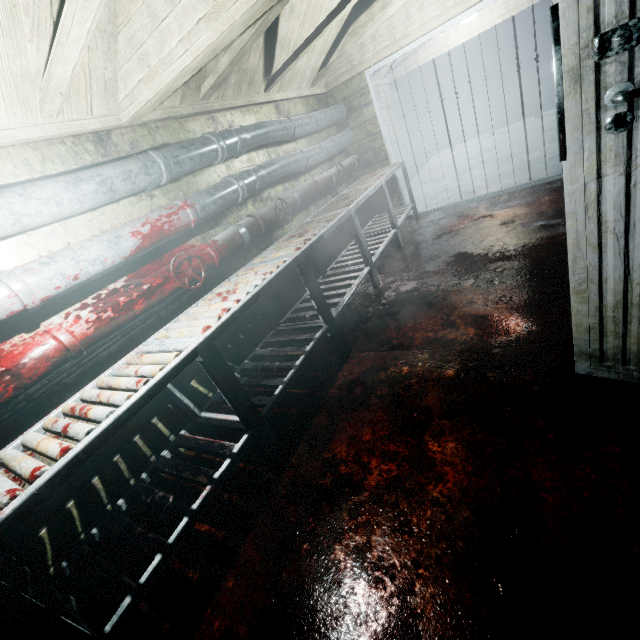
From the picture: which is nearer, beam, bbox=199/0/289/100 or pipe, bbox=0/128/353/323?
pipe, bbox=0/128/353/323

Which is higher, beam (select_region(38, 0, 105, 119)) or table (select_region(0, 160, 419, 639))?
beam (select_region(38, 0, 105, 119))

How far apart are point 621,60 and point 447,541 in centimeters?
163cm

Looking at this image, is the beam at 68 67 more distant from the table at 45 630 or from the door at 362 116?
→ the door at 362 116

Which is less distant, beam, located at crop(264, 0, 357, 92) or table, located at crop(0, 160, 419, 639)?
table, located at crop(0, 160, 419, 639)

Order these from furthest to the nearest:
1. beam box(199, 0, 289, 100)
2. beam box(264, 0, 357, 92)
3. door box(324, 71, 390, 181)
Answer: door box(324, 71, 390, 181)
beam box(264, 0, 357, 92)
beam box(199, 0, 289, 100)

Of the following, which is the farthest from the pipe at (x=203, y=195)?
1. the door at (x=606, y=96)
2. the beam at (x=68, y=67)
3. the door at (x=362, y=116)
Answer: the door at (x=606, y=96)

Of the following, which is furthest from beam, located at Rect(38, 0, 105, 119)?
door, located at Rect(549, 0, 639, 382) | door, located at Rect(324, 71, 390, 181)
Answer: door, located at Rect(324, 71, 390, 181)
